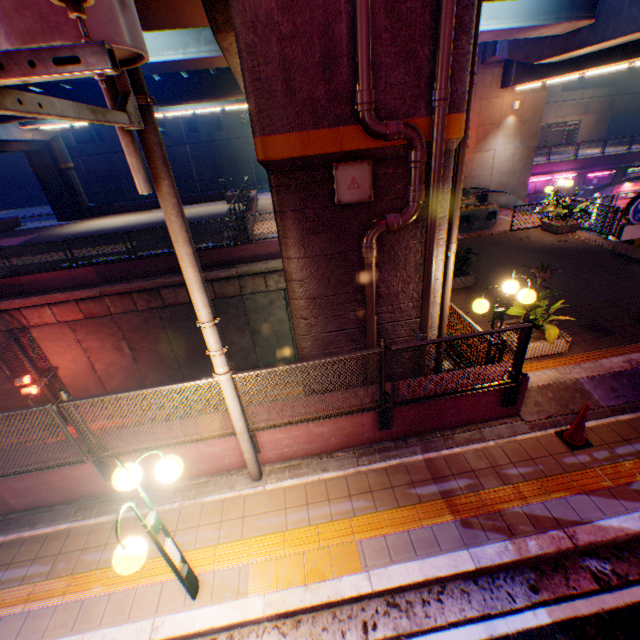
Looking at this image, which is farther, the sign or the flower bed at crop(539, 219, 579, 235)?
the flower bed at crop(539, 219, 579, 235)

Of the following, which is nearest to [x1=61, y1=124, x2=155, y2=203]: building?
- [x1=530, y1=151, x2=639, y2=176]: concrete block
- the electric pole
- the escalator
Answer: [x1=530, y1=151, x2=639, y2=176]: concrete block

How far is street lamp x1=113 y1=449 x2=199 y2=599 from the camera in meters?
2.9

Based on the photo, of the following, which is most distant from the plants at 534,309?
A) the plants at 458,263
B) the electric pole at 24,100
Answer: the electric pole at 24,100

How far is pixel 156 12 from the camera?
7.31m

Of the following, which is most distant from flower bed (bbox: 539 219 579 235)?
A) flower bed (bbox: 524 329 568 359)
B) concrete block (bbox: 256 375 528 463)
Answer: concrete block (bbox: 256 375 528 463)

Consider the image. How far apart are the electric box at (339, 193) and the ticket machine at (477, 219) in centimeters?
1210cm

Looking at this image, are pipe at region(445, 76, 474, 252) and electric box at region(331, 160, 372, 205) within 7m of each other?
yes
